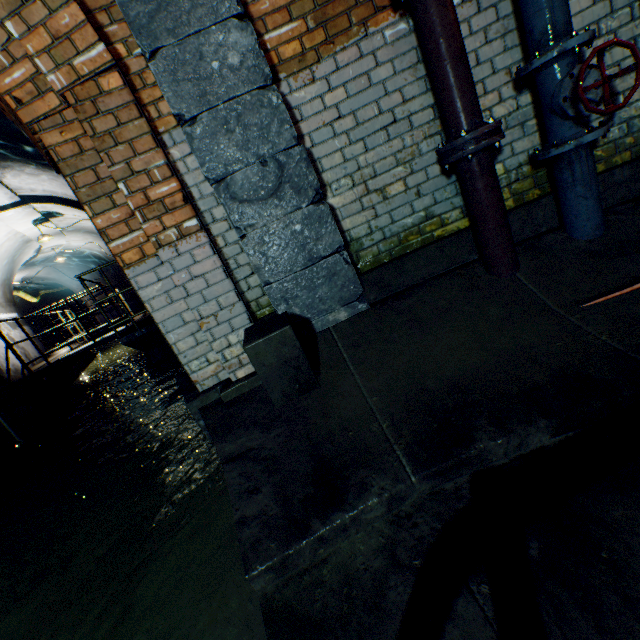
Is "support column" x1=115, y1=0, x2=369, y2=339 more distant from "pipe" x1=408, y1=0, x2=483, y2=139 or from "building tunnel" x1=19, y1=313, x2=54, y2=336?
"building tunnel" x1=19, y1=313, x2=54, y2=336

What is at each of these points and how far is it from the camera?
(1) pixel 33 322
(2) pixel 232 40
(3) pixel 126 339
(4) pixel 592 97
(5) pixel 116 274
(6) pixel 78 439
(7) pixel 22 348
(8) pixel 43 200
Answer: (1) building tunnel, 22.5 meters
(2) support column, 1.9 meters
(3) walkway, 5.7 meters
(4) valve, 1.8 meters
(5) building tunnel, 15.9 meters
(6) building tunnel, 4.8 meters
(7) building tunnel, 10.3 meters
(8) wall archway, 8.0 meters

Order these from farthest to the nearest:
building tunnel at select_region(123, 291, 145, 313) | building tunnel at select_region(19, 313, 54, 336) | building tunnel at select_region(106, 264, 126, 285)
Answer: building tunnel at select_region(123, 291, 145, 313) → building tunnel at select_region(106, 264, 126, 285) → building tunnel at select_region(19, 313, 54, 336)

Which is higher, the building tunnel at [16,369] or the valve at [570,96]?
the valve at [570,96]

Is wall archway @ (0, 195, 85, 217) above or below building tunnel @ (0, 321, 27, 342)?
above

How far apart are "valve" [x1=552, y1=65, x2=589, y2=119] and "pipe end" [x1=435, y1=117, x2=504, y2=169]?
0.3 meters

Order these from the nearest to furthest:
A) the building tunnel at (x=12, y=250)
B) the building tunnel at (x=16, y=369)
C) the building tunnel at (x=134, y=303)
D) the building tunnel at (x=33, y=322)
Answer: the building tunnel at (x=16, y=369) < the building tunnel at (x=12, y=250) < the building tunnel at (x=33, y=322) < the building tunnel at (x=134, y=303)
